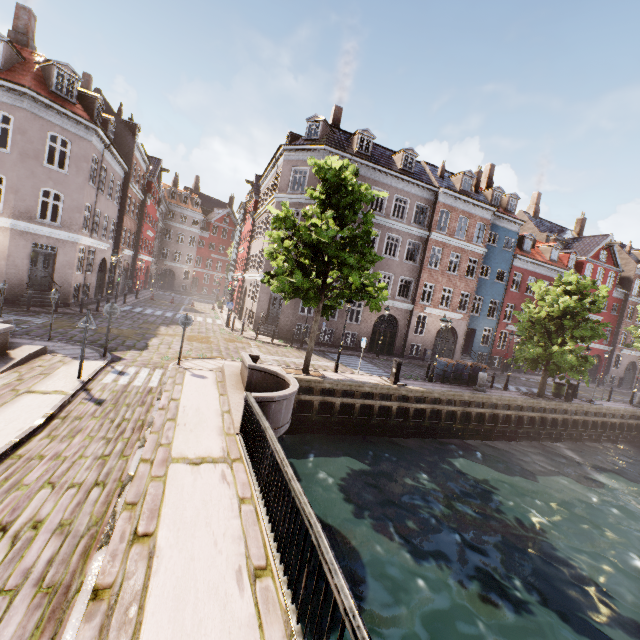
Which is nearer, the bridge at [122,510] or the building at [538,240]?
the bridge at [122,510]

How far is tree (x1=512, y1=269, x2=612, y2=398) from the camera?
18.5 meters

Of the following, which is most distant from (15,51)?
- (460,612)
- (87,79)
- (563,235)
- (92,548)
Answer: (563,235)

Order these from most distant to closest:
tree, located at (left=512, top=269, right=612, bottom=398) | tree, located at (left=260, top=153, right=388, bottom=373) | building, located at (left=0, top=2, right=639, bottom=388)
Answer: tree, located at (left=512, top=269, right=612, bottom=398)
building, located at (left=0, top=2, right=639, bottom=388)
tree, located at (left=260, top=153, right=388, bottom=373)

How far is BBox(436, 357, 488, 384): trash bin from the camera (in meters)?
19.45

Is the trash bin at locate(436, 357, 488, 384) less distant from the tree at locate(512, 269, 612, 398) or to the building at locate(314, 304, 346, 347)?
the tree at locate(512, 269, 612, 398)

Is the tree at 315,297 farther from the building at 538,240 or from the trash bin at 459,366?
the building at 538,240

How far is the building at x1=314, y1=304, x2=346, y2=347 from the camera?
24.2m
